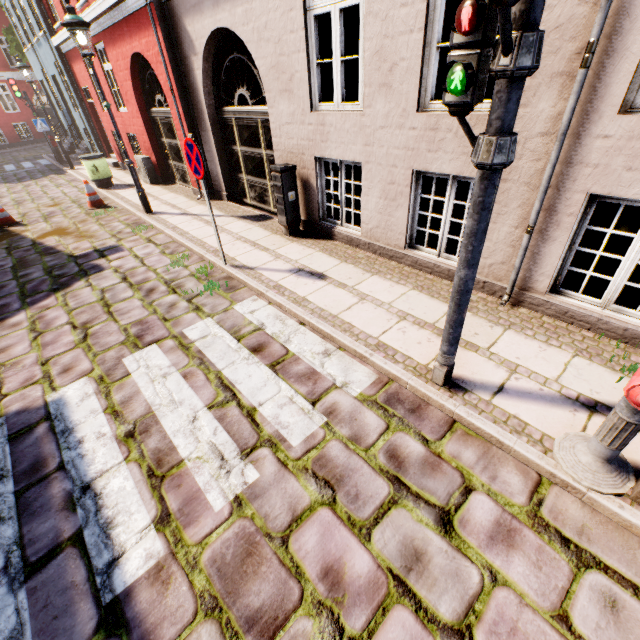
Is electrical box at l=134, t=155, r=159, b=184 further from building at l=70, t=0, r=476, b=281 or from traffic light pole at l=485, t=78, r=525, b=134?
traffic light pole at l=485, t=78, r=525, b=134

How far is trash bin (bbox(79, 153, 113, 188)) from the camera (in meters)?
10.43

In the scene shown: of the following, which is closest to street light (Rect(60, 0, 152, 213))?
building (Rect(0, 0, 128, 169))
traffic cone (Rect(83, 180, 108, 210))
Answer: building (Rect(0, 0, 128, 169))

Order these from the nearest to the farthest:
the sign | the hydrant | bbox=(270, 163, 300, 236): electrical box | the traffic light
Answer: the traffic light, the hydrant, the sign, bbox=(270, 163, 300, 236): electrical box

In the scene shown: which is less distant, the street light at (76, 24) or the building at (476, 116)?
the building at (476, 116)

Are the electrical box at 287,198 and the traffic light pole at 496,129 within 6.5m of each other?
yes

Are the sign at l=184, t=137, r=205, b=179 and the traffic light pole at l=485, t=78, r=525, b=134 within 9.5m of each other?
yes

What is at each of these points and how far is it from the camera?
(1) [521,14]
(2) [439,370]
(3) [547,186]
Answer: (1) traffic light pole, 1.6 meters
(2) traffic light pole, 3.0 meters
(3) building, 3.3 meters
